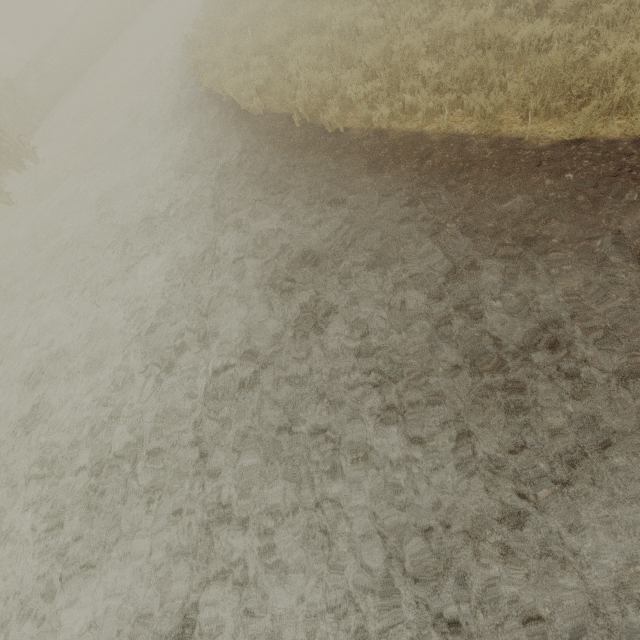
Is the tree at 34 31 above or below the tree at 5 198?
above

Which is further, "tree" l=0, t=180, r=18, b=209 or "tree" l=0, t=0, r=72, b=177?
"tree" l=0, t=0, r=72, b=177

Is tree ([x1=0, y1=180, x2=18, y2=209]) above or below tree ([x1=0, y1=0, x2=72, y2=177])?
below

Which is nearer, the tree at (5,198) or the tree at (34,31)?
the tree at (5,198)

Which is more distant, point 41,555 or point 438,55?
point 438,55
